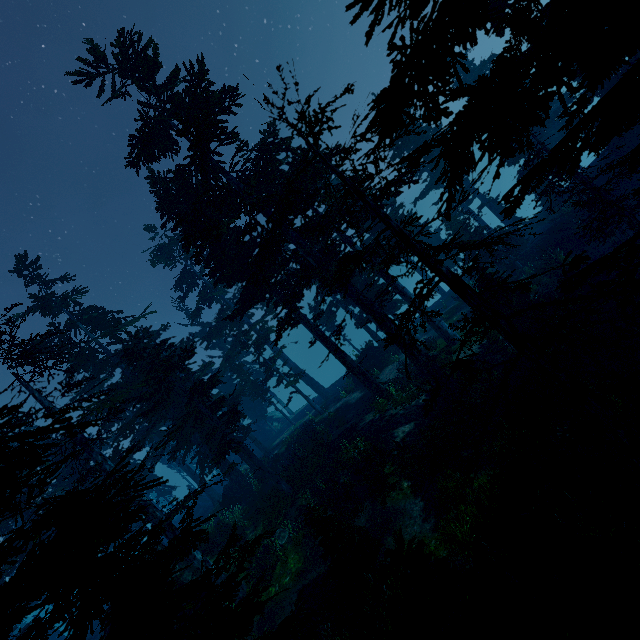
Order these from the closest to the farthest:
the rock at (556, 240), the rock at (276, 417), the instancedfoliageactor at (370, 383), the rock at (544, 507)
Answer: the instancedfoliageactor at (370, 383) < the rock at (544, 507) < the rock at (556, 240) < the rock at (276, 417)

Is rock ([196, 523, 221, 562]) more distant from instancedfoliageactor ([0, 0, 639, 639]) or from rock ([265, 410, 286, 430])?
rock ([265, 410, 286, 430])

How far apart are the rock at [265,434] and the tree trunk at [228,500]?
17.56m

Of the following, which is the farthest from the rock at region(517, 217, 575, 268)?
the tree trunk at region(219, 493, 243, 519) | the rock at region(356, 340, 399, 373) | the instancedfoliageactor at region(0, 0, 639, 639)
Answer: the tree trunk at region(219, 493, 243, 519)

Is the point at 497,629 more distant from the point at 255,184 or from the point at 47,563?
the point at 255,184

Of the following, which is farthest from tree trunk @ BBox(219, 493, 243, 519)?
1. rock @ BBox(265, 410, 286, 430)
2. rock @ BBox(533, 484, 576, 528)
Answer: rock @ BBox(533, 484, 576, 528)

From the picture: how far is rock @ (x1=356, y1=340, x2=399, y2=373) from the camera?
29.67m

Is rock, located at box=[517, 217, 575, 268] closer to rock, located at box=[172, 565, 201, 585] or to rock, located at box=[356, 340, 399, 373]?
rock, located at box=[356, 340, 399, 373]
